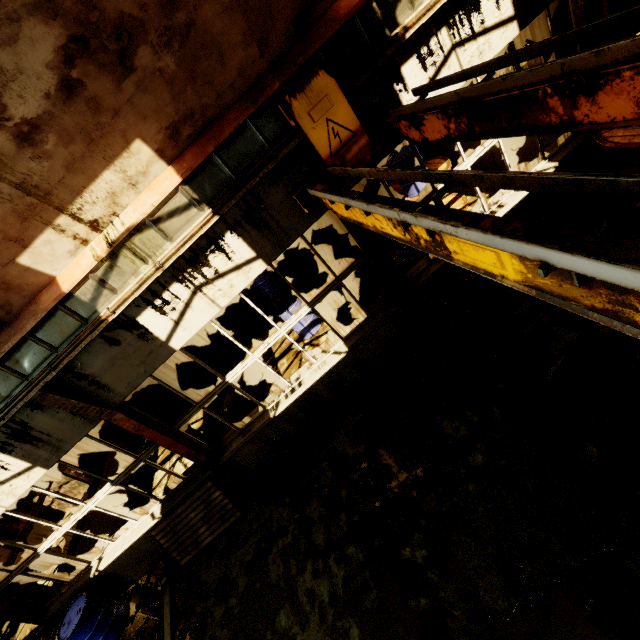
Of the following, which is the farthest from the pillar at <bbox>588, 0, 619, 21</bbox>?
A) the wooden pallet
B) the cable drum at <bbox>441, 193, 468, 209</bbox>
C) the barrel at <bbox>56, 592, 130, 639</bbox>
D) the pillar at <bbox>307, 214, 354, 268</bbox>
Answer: the barrel at <bbox>56, 592, 130, 639</bbox>

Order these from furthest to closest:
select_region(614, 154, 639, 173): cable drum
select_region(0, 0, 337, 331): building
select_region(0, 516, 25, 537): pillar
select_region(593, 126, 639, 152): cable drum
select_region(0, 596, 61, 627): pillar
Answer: select_region(0, 516, 25, 537): pillar → select_region(0, 596, 61, 627): pillar → select_region(614, 154, 639, 173): cable drum → select_region(593, 126, 639, 152): cable drum → select_region(0, 0, 337, 331): building

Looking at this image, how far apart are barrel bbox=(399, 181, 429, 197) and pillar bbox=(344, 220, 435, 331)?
2.7 meters

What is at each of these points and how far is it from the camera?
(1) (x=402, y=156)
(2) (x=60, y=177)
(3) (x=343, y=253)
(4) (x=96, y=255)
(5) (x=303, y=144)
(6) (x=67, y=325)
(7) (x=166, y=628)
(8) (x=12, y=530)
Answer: (1) barrel, 7.3 meters
(2) building, 3.3 meters
(3) pillar, 10.5 meters
(4) crane rail, 3.9 meters
(5) pillar, 4.1 meters
(6) beam, 4.2 meters
(7) beam, 5.7 meters
(8) pillar, 11.1 meters

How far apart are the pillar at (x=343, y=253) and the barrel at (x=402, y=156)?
2.5 meters

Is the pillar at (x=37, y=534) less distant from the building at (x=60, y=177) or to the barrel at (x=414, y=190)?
the building at (x=60, y=177)

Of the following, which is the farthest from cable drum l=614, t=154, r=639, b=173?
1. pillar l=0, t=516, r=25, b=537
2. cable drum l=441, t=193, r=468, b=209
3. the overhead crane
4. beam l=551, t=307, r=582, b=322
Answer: pillar l=0, t=516, r=25, b=537

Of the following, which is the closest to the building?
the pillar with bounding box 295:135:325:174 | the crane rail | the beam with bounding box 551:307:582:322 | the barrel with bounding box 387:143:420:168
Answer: the crane rail
